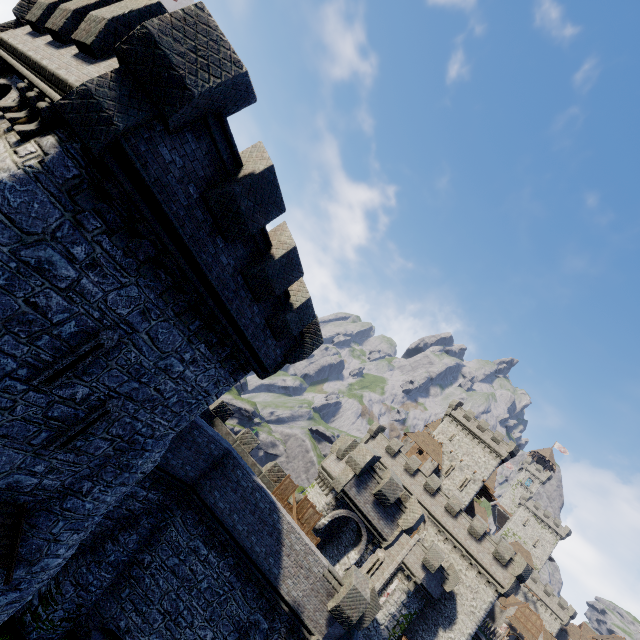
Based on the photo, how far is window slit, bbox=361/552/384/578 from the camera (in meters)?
32.19

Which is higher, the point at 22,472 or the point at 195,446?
the point at 195,446

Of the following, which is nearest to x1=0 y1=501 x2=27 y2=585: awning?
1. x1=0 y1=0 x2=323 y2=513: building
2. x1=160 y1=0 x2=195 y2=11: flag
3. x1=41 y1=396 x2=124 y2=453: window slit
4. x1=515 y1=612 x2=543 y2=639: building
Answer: x1=0 y1=0 x2=323 y2=513: building

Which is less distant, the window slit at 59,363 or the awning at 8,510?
the window slit at 59,363

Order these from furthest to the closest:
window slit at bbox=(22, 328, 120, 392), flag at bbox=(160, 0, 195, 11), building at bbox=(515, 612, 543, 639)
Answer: building at bbox=(515, 612, 543, 639)
flag at bbox=(160, 0, 195, 11)
window slit at bbox=(22, 328, 120, 392)

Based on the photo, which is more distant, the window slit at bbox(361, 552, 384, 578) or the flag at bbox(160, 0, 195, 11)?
the window slit at bbox(361, 552, 384, 578)

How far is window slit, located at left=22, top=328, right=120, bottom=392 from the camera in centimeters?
763cm

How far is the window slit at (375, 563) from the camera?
32.2 meters
